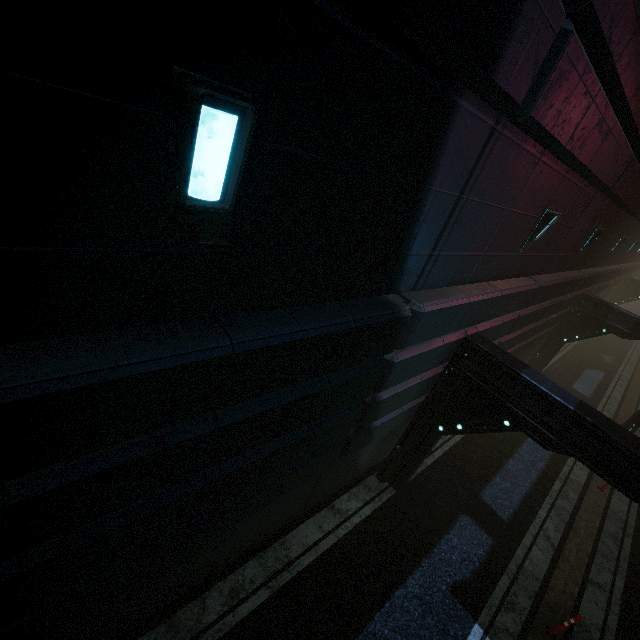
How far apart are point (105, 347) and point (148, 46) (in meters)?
1.75

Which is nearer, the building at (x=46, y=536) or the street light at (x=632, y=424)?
the building at (x=46, y=536)

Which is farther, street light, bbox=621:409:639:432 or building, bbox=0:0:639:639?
street light, bbox=621:409:639:432

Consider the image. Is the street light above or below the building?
below

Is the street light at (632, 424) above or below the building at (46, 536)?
below
